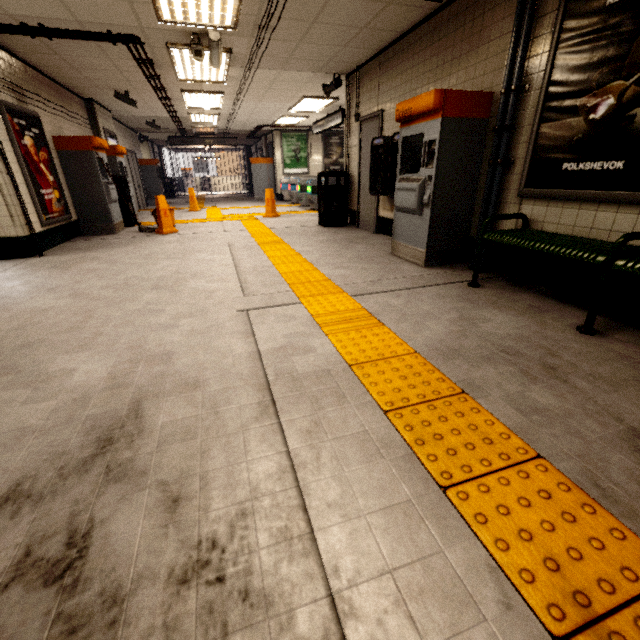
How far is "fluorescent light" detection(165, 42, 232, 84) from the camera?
5.1 meters

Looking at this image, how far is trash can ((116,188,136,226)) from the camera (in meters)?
7.77

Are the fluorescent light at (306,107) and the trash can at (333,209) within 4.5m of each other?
yes

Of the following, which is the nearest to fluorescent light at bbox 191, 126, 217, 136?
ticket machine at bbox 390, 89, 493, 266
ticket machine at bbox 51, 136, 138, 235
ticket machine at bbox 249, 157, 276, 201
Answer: ticket machine at bbox 249, 157, 276, 201

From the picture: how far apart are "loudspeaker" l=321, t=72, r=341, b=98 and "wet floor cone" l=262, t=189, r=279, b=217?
2.9m

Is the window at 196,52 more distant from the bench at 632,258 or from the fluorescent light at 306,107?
the bench at 632,258

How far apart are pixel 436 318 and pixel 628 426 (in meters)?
1.35

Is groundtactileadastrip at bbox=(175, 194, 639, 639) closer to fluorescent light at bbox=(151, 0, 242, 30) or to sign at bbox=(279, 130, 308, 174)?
sign at bbox=(279, 130, 308, 174)
